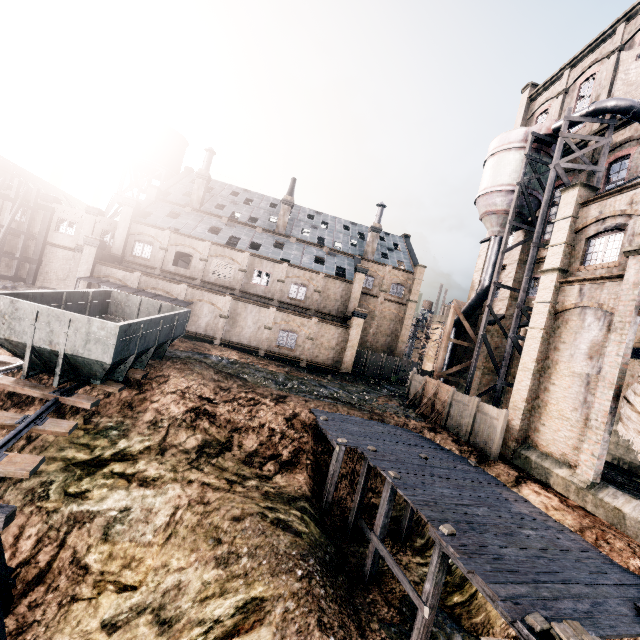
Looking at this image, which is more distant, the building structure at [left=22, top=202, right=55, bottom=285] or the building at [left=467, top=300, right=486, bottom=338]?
the building structure at [left=22, top=202, right=55, bottom=285]

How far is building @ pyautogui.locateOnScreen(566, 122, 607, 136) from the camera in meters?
22.8 m

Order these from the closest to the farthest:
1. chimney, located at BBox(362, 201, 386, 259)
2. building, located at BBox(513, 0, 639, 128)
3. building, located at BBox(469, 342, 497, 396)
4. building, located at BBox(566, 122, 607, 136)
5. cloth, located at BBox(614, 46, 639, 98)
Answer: cloth, located at BBox(614, 46, 639, 98) → building, located at BBox(566, 122, 607, 136) → building, located at BBox(513, 0, 639, 128) → building, located at BBox(469, 342, 497, 396) → chimney, located at BBox(362, 201, 386, 259)

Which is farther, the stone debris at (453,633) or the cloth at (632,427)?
the cloth at (632,427)

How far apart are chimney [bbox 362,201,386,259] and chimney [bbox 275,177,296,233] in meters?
10.8

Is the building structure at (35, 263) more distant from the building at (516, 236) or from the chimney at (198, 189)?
the chimney at (198, 189)

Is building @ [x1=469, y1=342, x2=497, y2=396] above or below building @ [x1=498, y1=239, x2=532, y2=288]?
below

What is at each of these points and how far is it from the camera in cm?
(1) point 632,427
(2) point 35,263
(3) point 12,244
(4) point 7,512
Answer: (1) cloth, 1294
(2) building structure, 3522
(3) building, 3553
(4) wooden support structure, 804
